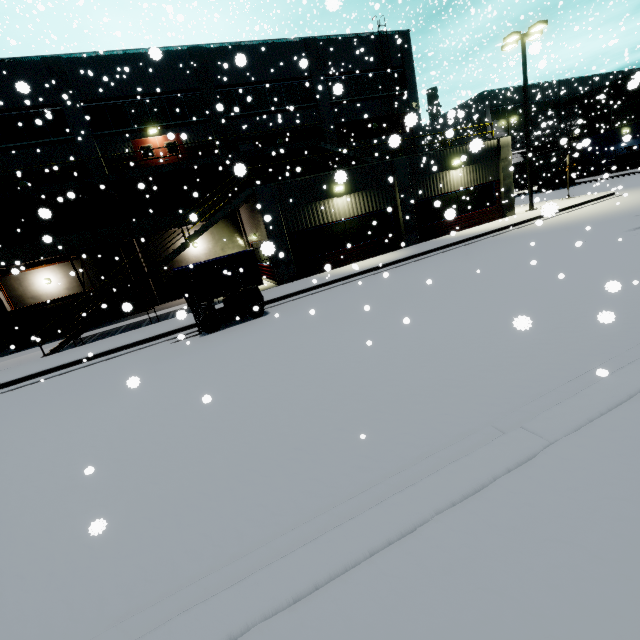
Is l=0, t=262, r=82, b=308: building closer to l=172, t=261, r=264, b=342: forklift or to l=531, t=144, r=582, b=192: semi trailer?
l=531, t=144, r=582, b=192: semi trailer

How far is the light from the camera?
18.0 meters

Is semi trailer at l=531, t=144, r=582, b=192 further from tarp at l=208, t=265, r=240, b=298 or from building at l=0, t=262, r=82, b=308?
tarp at l=208, t=265, r=240, b=298

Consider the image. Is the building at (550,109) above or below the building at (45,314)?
above

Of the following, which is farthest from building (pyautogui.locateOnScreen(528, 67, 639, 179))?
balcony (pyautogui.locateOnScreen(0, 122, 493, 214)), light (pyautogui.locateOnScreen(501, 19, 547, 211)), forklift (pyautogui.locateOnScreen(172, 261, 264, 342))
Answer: forklift (pyautogui.locateOnScreen(172, 261, 264, 342))

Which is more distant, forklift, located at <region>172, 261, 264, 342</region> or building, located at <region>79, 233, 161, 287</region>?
A: building, located at <region>79, 233, 161, 287</region>

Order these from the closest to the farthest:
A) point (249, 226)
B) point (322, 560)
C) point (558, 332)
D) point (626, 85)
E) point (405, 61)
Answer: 1. point (322, 560)
2. point (558, 332)
3. point (249, 226)
4. point (405, 61)
5. point (626, 85)

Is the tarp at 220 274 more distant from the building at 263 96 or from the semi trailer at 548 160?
the semi trailer at 548 160
